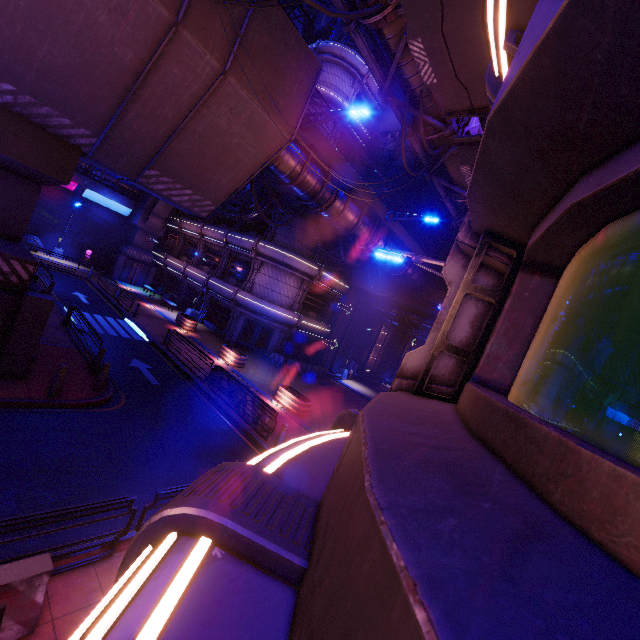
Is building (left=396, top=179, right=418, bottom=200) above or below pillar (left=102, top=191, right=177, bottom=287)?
above

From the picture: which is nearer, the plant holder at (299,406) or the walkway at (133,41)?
the walkway at (133,41)

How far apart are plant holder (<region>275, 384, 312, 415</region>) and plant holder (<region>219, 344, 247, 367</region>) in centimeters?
410cm

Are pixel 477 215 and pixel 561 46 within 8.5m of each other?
yes

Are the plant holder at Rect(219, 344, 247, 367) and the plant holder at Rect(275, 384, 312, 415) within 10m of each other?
yes

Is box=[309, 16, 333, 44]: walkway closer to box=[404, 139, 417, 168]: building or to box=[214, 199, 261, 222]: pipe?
box=[404, 139, 417, 168]: building

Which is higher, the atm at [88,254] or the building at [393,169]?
the building at [393,169]

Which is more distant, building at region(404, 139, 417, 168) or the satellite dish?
the satellite dish
